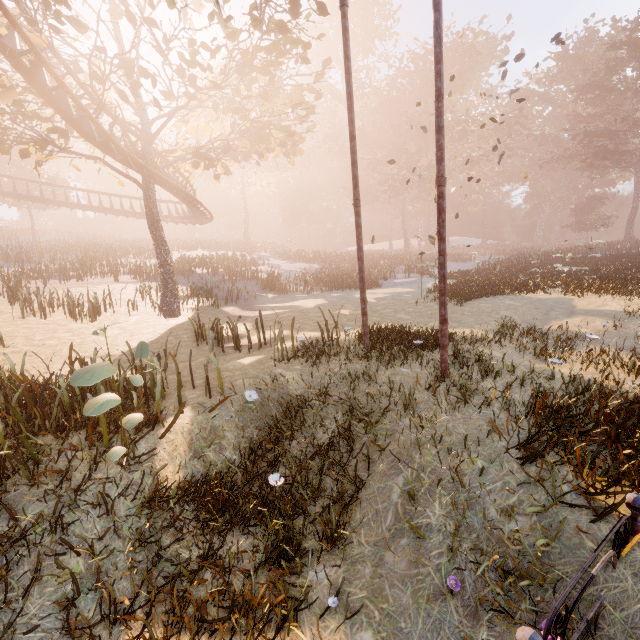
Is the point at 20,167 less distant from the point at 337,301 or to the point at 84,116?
the point at 84,116

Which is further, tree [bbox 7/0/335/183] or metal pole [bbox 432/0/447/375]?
tree [bbox 7/0/335/183]

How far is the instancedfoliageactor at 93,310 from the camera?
13.5m

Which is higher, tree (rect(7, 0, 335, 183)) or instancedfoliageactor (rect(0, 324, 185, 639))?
tree (rect(7, 0, 335, 183))

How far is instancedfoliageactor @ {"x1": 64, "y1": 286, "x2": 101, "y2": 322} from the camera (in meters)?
13.52

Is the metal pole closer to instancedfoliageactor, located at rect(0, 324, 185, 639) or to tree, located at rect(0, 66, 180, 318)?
tree, located at rect(0, 66, 180, 318)

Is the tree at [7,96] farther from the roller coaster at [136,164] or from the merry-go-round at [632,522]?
the merry-go-round at [632,522]

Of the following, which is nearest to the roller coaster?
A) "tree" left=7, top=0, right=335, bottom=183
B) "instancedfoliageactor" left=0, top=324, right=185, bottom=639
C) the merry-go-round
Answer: "tree" left=7, top=0, right=335, bottom=183
